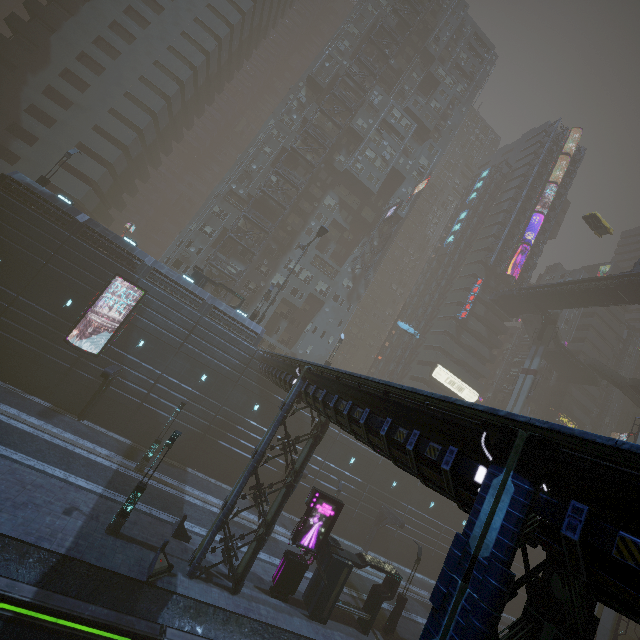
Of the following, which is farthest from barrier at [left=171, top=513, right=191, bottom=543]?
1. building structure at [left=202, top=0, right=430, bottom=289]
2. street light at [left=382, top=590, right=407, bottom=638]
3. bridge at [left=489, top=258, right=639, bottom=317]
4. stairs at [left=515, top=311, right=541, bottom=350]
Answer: stairs at [left=515, top=311, right=541, bottom=350]

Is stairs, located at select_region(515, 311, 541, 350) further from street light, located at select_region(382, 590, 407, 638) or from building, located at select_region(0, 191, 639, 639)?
street light, located at select_region(382, 590, 407, 638)

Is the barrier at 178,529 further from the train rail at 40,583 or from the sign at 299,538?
the sign at 299,538

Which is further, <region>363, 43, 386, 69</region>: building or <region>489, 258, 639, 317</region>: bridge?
<region>363, 43, 386, 69</region>: building

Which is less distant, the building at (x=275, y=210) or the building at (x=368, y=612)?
the building at (x=368, y=612)

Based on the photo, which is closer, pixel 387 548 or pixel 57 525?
pixel 57 525

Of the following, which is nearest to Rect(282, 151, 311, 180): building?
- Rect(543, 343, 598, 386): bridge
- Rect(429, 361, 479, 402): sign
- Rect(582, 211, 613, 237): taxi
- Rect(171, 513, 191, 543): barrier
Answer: Rect(429, 361, 479, 402): sign

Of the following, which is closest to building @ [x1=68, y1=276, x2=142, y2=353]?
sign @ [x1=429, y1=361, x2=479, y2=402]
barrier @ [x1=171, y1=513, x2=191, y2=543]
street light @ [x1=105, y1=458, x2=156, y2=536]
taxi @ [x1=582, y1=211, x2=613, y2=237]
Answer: sign @ [x1=429, y1=361, x2=479, y2=402]
